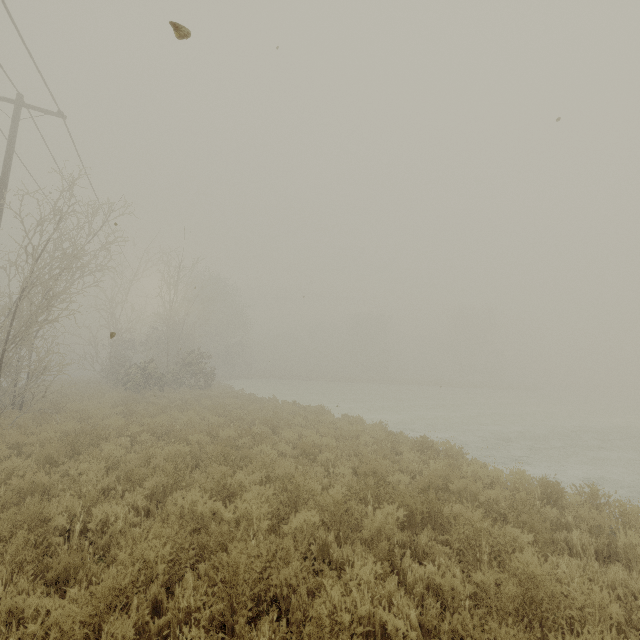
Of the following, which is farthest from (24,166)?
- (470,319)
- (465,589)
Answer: (470,319)
